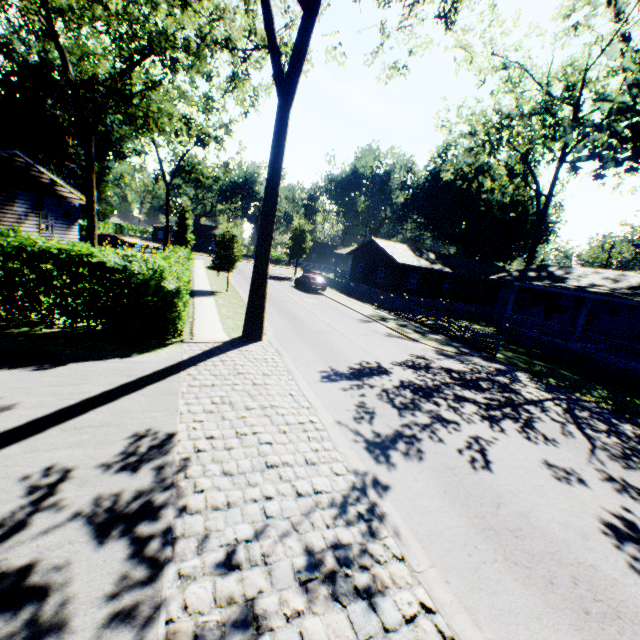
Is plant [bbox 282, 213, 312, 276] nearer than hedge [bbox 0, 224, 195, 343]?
No

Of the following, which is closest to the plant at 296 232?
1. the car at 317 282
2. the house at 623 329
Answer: the house at 623 329

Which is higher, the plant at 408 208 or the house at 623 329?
the plant at 408 208

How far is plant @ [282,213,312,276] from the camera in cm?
4250

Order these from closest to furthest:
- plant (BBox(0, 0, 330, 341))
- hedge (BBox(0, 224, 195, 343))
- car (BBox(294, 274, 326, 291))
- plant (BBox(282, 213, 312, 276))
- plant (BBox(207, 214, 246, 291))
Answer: hedge (BBox(0, 224, 195, 343))
plant (BBox(0, 0, 330, 341))
plant (BBox(207, 214, 246, 291))
car (BBox(294, 274, 326, 291))
plant (BBox(282, 213, 312, 276))

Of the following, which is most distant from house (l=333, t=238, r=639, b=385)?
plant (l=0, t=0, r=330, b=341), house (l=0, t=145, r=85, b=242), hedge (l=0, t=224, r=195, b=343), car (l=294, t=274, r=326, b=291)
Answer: house (l=0, t=145, r=85, b=242)

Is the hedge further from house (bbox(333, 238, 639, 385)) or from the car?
house (bbox(333, 238, 639, 385))

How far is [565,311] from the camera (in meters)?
25.42
